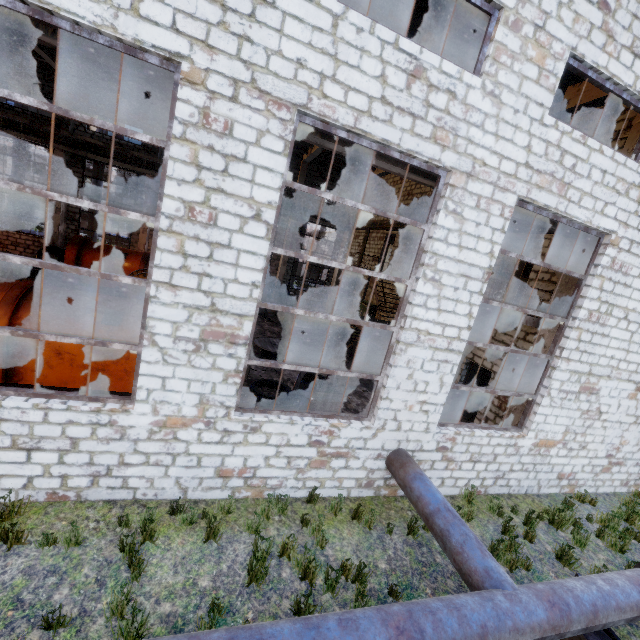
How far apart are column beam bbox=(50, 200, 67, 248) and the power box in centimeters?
1719cm

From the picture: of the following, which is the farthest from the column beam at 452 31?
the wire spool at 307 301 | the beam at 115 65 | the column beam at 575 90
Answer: the wire spool at 307 301

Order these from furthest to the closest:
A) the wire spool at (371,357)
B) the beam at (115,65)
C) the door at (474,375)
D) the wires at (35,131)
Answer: the wires at (35,131)
the wire spool at (371,357)
the door at (474,375)
the beam at (115,65)

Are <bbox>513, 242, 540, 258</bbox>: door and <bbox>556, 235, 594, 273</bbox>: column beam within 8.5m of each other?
yes

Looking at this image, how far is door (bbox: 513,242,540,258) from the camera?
10.4m

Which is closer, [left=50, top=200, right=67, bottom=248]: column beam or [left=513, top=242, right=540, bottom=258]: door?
[left=513, top=242, right=540, bottom=258]: door

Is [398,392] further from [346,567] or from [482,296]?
[346,567]

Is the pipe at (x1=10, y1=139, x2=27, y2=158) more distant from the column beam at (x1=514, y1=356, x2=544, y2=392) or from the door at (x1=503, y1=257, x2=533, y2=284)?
the column beam at (x1=514, y1=356, x2=544, y2=392)
